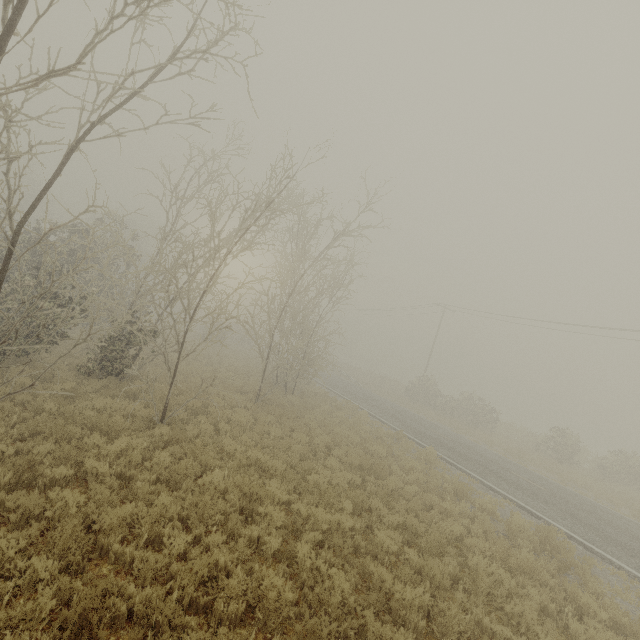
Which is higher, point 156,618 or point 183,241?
point 183,241
